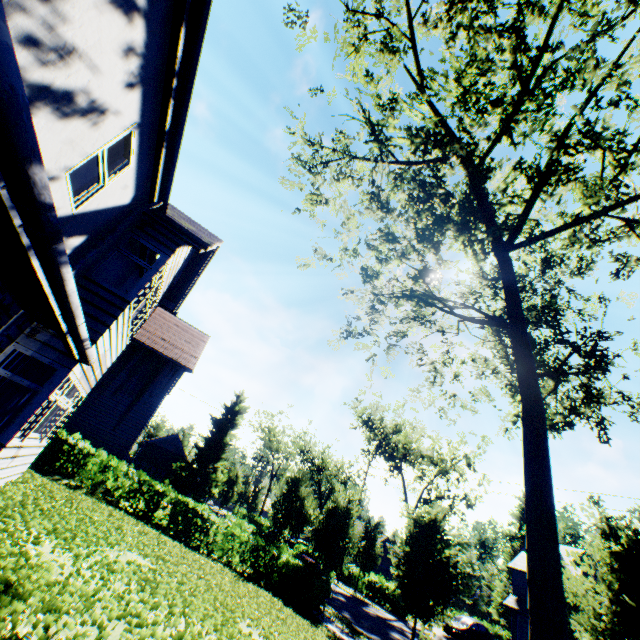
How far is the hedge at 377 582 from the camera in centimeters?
2848cm

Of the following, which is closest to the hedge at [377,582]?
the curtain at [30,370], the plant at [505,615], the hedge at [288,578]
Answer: the hedge at [288,578]

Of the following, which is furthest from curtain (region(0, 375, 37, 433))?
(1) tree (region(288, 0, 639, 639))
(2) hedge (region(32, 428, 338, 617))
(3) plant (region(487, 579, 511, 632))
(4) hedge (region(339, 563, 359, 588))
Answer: (3) plant (region(487, 579, 511, 632))

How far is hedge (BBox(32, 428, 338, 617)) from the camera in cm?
1319

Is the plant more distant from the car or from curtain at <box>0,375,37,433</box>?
curtain at <box>0,375,37,433</box>

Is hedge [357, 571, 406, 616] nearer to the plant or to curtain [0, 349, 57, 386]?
the plant

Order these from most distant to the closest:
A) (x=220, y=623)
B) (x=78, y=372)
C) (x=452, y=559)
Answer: (x=452, y=559)
(x=78, y=372)
(x=220, y=623)

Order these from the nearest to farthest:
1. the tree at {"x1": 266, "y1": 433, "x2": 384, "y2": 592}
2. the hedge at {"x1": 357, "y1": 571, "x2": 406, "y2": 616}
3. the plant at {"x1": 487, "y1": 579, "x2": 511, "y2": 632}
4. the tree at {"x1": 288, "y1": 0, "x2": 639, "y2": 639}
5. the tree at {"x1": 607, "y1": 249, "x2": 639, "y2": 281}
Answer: the tree at {"x1": 288, "y1": 0, "x2": 639, "y2": 639}
the tree at {"x1": 607, "y1": 249, "x2": 639, "y2": 281}
the tree at {"x1": 266, "y1": 433, "x2": 384, "y2": 592}
the hedge at {"x1": 357, "y1": 571, "x2": 406, "y2": 616}
the plant at {"x1": 487, "y1": 579, "x2": 511, "y2": 632}
